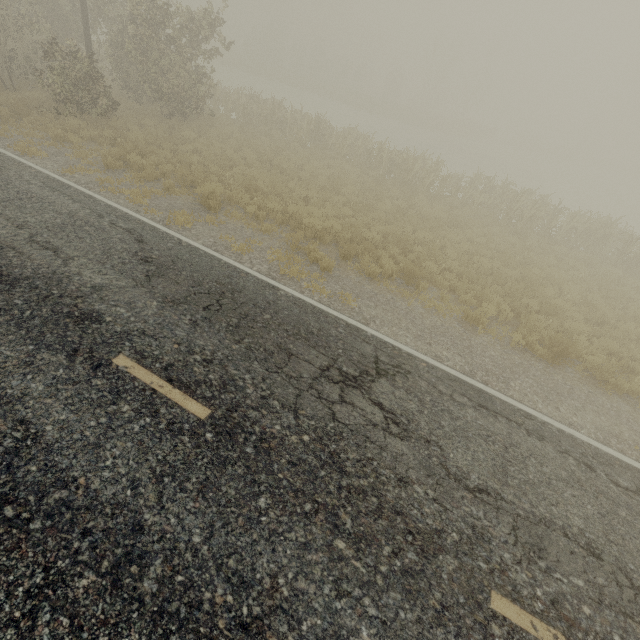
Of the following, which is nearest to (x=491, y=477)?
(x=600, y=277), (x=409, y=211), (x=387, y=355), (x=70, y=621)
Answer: (x=387, y=355)
